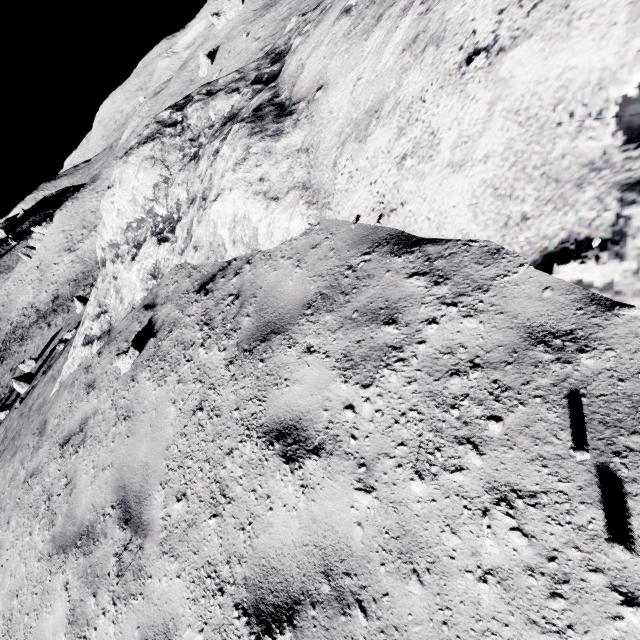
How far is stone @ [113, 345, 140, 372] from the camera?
5.3m

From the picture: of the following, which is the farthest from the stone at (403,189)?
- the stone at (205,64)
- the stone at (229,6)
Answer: the stone at (229,6)

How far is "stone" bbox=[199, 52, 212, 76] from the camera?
53.8m

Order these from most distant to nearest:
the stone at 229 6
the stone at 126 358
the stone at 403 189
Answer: the stone at 229 6 < the stone at 126 358 < the stone at 403 189

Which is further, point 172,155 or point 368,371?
point 172,155

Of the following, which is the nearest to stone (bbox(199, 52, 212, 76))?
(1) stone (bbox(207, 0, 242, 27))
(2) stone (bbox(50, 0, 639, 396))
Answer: (1) stone (bbox(207, 0, 242, 27))
